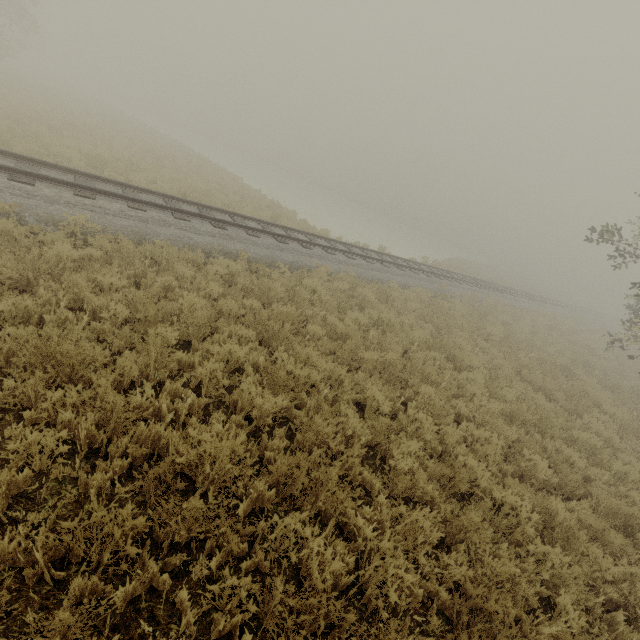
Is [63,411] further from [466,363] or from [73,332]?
[466,363]
